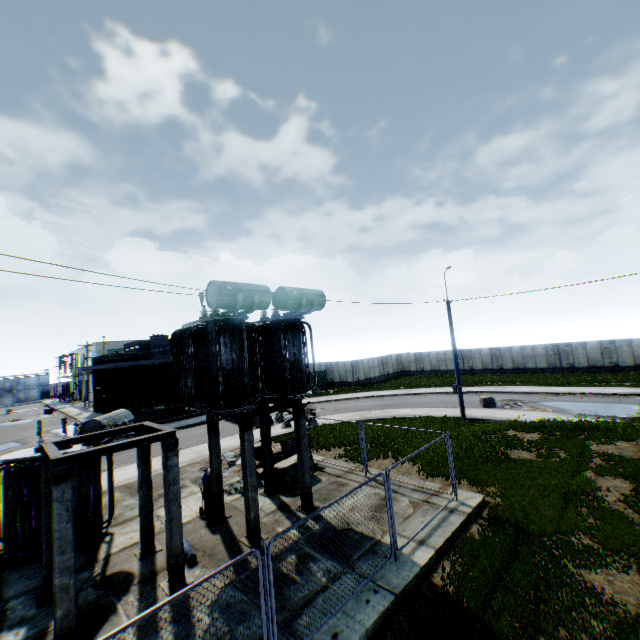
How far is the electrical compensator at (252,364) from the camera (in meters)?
9.27

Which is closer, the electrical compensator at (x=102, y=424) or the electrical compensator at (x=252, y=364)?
the electrical compensator at (x=252, y=364)

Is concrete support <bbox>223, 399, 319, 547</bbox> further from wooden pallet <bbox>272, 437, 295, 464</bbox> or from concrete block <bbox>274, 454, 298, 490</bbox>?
wooden pallet <bbox>272, 437, 295, 464</bbox>

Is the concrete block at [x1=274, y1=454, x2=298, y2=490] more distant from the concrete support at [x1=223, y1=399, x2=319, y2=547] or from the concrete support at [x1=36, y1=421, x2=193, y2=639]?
the concrete support at [x1=36, y1=421, x2=193, y2=639]

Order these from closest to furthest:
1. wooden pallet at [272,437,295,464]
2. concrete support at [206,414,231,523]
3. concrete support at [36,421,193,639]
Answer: concrete support at [36,421,193,639]
concrete support at [206,414,231,523]
wooden pallet at [272,437,295,464]

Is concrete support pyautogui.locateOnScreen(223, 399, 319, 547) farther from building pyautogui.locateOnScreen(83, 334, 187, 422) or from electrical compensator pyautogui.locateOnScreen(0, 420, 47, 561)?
building pyautogui.locateOnScreen(83, 334, 187, 422)

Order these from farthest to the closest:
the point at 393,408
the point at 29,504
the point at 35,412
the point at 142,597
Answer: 1. the point at 35,412
2. the point at 393,408
3. the point at 29,504
4. the point at 142,597

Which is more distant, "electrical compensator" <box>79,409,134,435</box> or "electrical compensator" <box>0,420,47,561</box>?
"electrical compensator" <box>79,409,134,435</box>
